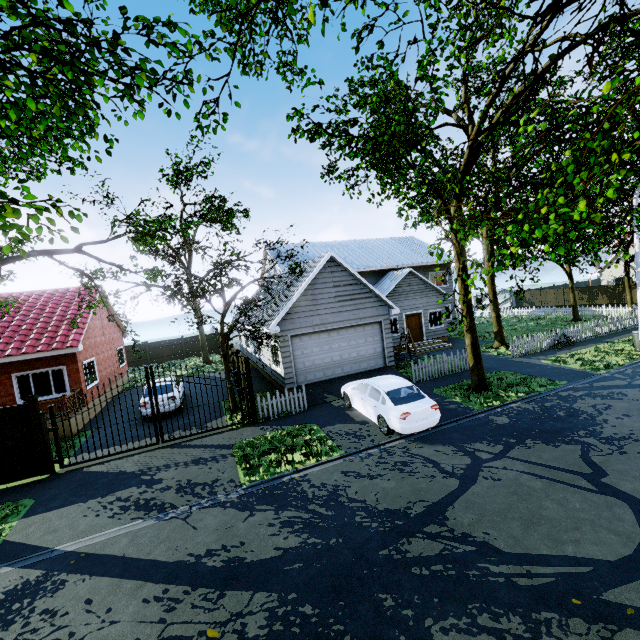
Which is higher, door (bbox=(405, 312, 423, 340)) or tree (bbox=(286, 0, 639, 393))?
tree (bbox=(286, 0, 639, 393))

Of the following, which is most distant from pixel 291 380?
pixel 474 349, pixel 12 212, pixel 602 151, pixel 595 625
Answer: pixel 602 151

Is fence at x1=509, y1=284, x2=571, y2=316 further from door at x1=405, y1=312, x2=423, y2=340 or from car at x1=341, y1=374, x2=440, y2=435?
door at x1=405, y1=312, x2=423, y2=340

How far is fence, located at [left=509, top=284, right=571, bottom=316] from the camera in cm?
3130

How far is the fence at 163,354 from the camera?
31.92m

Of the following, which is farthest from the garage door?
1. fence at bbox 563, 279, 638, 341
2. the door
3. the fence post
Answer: the fence post

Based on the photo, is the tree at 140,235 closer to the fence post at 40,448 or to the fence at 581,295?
the fence at 581,295

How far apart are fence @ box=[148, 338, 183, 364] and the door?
22.4m
